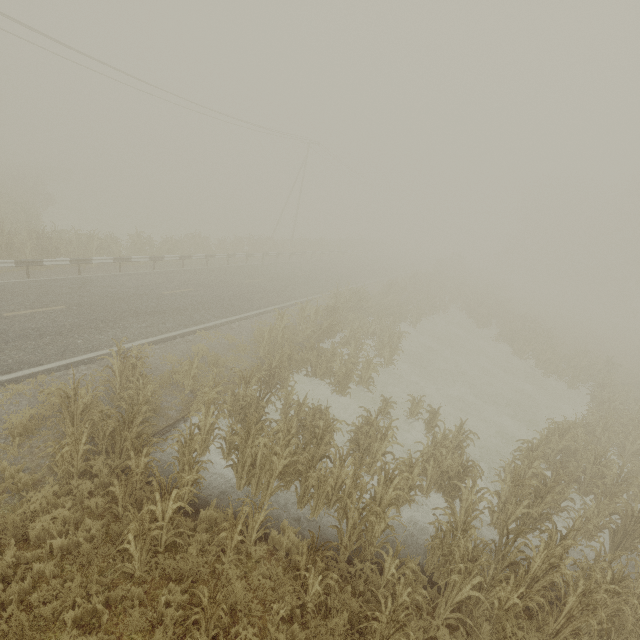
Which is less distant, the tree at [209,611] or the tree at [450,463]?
the tree at [209,611]

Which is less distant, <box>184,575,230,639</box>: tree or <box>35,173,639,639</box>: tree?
<box>184,575,230,639</box>: tree

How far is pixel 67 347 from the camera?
10.1 meters
